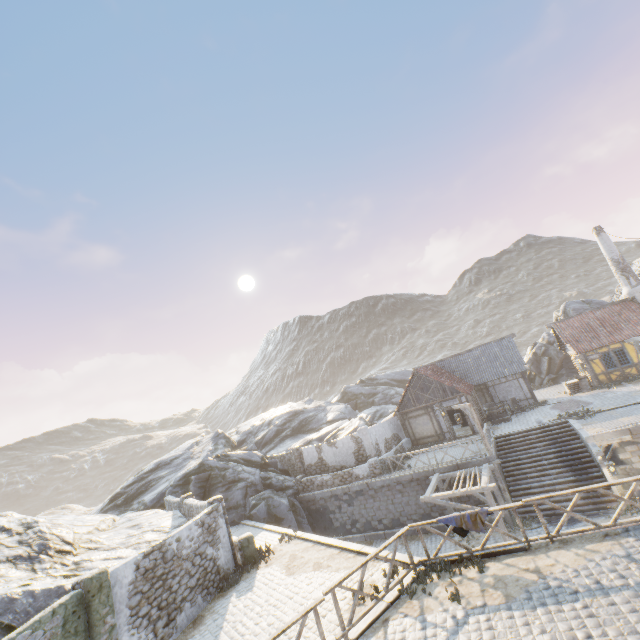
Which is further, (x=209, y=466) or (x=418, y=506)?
(x=209, y=466)

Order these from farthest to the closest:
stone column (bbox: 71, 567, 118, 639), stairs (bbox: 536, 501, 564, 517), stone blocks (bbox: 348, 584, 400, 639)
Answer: stairs (bbox: 536, 501, 564, 517), stone column (bbox: 71, 567, 118, 639), stone blocks (bbox: 348, 584, 400, 639)

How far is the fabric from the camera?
9.6m

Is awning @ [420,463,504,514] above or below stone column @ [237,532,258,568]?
below

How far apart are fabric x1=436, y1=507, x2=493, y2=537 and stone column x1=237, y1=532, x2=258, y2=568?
9.02m

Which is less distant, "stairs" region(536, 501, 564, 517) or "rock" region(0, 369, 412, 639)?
"rock" region(0, 369, 412, 639)

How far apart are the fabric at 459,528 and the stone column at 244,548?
9.0m

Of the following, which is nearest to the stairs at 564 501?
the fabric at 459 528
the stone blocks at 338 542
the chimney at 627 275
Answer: the stone blocks at 338 542
